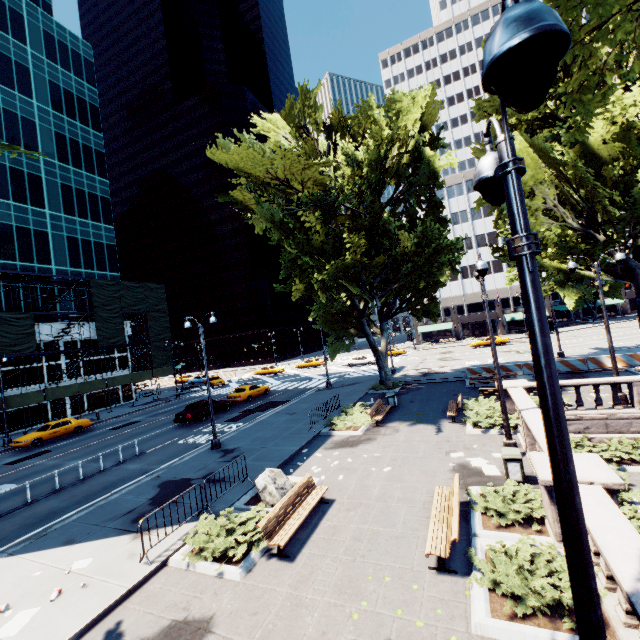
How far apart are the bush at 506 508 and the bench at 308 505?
4.2m

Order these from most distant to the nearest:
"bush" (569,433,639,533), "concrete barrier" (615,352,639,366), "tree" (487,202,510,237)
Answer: "concrete barrier" (615,352,639,366) → "tree" (487,202,510,237) → "bush" (569,433,639,533)

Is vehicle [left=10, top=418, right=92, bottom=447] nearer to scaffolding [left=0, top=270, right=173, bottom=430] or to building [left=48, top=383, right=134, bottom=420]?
scaffolding [left=0, top=270, right=173, bottom=430]

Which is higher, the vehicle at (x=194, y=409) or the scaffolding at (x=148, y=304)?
the scaffolding at (x=148, y=304)

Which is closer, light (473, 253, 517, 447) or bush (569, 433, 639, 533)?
bush (569, 433, 639, 533)

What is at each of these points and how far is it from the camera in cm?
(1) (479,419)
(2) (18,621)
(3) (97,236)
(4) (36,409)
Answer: (1) bush, 1497
(2) instancedfoliageactor, 713
(3) building, 4256
(4) building, 3397

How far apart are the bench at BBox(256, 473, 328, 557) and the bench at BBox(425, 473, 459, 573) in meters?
3.4 m

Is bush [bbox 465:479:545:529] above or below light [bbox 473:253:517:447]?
below
